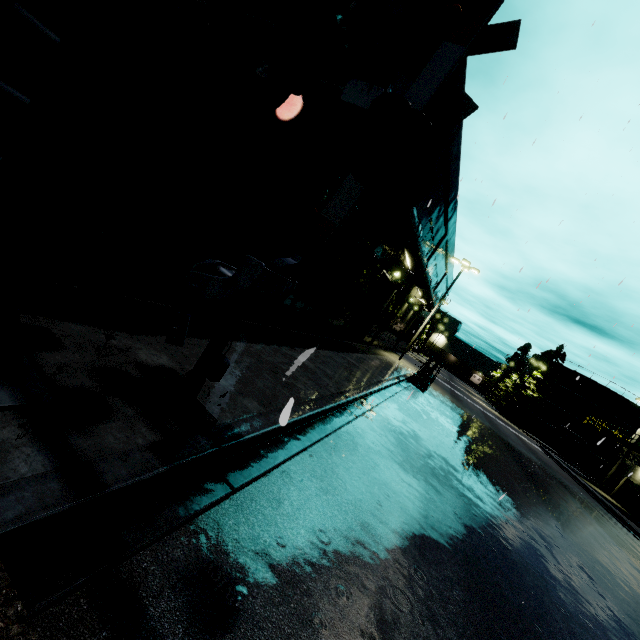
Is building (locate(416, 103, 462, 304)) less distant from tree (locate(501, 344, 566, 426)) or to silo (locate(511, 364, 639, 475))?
silo (locate(511, 364, 639, 475))

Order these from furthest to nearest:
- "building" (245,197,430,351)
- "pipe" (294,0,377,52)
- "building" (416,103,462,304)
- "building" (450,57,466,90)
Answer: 1. "building" (416,103,462,304)
2. "building" (245,197,430,351)
3. "building" (450,57,466,90)
4. "pipe" (294,0,377,52)

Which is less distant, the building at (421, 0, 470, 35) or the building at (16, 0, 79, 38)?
the building at (16, 0, 79, 38)

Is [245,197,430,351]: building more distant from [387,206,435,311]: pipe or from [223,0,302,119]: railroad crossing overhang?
[223,0,302,119]: railroad crossing overhang

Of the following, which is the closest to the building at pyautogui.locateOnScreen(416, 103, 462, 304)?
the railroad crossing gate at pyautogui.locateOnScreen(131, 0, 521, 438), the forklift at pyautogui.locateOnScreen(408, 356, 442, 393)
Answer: the railroad crossing gate at pyautogui.locateOnScreen(131, 0, 521, 438)

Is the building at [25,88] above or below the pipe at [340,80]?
below

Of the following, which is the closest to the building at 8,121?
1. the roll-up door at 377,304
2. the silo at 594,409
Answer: the roll-up door at 377,304

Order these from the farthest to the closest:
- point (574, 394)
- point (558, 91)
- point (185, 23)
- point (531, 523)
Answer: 1. point (574, 394)
2. point (558, 91)
3. point (531, 523)
4. point (185, 23)
